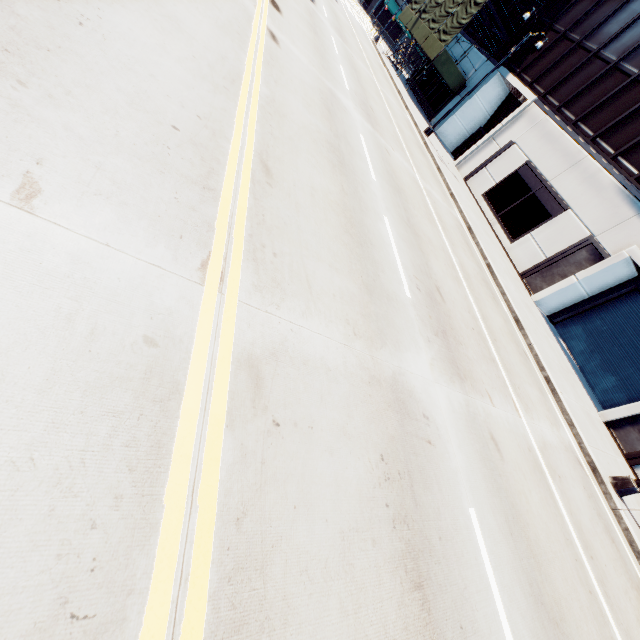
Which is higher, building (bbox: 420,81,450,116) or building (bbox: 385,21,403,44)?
building (bbox: 385,21,403,44)

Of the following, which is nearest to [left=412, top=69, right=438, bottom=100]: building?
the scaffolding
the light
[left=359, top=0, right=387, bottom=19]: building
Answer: the scaffolding

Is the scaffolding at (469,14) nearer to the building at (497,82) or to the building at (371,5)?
the building at (497,82)

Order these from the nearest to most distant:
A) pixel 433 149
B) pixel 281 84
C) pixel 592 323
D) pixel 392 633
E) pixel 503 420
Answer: pixel 392 633, pixel 503 420, pixel 281 84, pixel 592 323, pixel 433 149

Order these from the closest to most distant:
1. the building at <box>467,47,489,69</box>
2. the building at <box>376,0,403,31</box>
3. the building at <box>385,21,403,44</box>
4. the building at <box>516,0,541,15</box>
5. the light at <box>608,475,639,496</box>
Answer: the light at <box>608,475,639,496</box> < the building at <box>516,0,541,15</box> < the building at <box>467,47,489,69</box> < the building at <box>376,0,403,31</box> < the building at <box>385,21,403,44</box>

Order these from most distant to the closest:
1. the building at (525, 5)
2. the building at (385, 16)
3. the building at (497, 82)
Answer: the building at (385, 16), the building at (525, 5), the building at (497, 82)

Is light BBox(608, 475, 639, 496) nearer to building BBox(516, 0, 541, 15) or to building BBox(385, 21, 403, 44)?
building BBox(516, 0, 541, 15)
